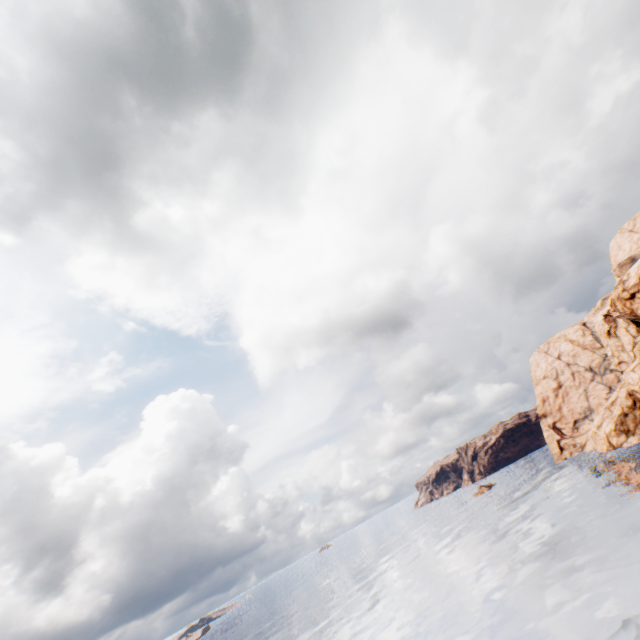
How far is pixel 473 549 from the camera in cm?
5188
